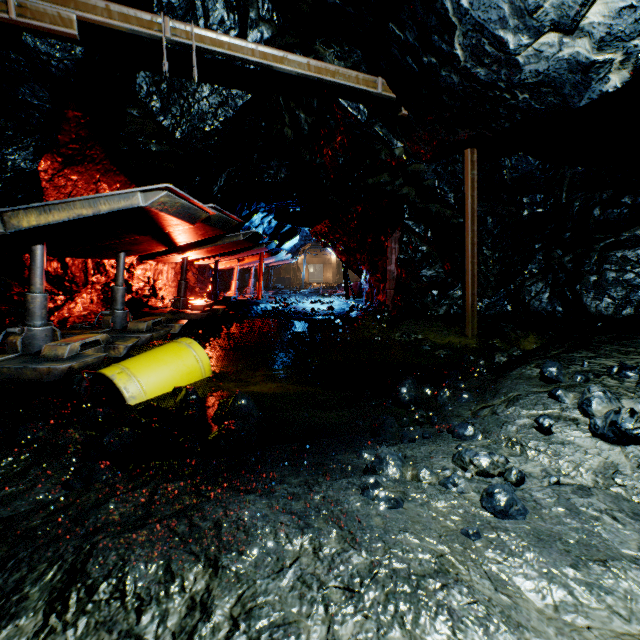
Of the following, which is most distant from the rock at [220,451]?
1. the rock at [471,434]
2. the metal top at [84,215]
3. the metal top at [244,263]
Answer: the metal top at [244,263]

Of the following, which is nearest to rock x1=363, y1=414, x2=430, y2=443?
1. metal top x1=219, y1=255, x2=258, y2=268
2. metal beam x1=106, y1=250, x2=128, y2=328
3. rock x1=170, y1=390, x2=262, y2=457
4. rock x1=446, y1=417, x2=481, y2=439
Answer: rock x1=446, y1=417, x2=481, y2=439

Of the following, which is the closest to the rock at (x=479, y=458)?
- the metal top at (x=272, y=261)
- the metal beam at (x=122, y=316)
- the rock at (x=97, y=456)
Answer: the metal top at (x=272, y=261)

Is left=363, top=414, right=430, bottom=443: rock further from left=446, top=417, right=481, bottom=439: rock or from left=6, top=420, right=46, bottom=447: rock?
left=6, top=420, right=46, bottom=447: rock

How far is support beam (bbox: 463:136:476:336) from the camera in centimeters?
596cm

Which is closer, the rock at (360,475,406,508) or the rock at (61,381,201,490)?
the rock at (360,475,406,508)

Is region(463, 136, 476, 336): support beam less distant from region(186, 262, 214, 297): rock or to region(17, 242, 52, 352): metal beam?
region(186, 262, 214, 297): rock

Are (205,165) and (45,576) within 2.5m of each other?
no
